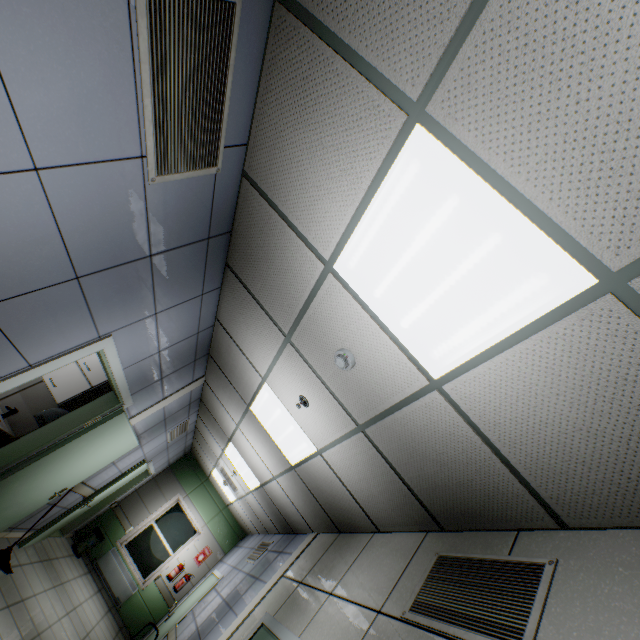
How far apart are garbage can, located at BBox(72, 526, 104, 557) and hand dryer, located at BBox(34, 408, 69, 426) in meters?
6.2

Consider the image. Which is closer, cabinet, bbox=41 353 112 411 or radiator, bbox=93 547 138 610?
cabinet, bbox=41 353 112 411

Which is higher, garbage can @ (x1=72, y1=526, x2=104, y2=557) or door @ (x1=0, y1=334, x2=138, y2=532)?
door @ (x1=0, y1=334, x2=138, y2=532)

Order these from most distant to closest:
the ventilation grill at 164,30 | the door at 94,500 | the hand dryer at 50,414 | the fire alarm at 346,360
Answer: the door at 94,500 → the hand dryer at 50,414 → the fire alarm at 346,360 → the ventilation grill at 164,30

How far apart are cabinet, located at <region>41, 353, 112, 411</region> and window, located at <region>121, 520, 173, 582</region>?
6.7 meters

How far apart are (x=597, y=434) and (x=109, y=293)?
3.1 meters

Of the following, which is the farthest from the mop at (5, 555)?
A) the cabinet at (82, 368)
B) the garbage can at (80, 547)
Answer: the garbage can at (80, 547)

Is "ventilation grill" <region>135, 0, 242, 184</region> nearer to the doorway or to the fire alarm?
the fire alarm
